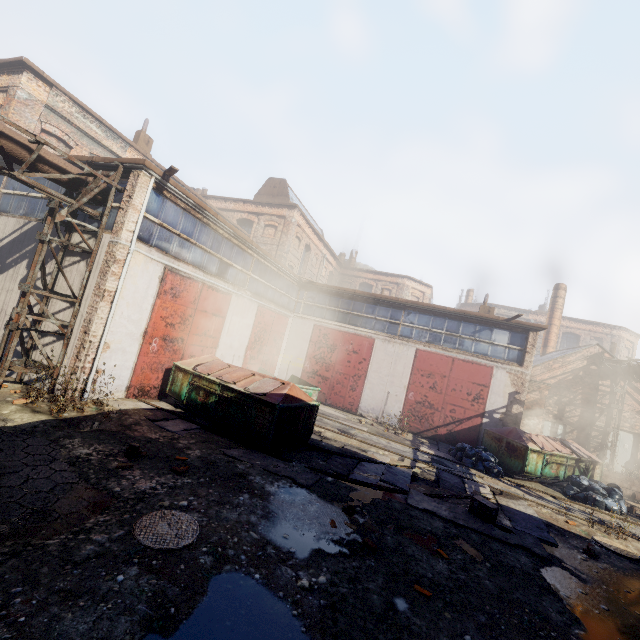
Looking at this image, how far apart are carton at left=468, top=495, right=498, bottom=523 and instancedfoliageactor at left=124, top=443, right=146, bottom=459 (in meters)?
7.61

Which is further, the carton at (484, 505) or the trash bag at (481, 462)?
the trash bag at (481, 462)

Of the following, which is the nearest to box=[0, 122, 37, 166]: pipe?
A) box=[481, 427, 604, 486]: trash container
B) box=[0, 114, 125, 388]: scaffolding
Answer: box=[0, 114, 125, 388]: scaffolding

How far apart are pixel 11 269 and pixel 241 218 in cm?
1994

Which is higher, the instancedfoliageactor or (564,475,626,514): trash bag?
(564,475,626,514): trash bag

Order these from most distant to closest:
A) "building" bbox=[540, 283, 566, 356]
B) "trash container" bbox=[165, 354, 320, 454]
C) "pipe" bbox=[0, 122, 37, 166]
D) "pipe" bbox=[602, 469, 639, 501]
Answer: "building" bbox=[540, 283, 566, 356] < "pipe" bbox=[602, 469, 639, 501] < "trash container" bbox=[165, 354, 320, 454] < "pipe" bbox=[0, 122, 37, 166]

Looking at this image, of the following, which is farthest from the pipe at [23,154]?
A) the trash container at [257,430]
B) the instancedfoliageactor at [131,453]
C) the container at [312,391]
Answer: the container at [312,391]

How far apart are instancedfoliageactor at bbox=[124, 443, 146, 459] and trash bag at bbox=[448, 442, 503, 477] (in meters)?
11.27
